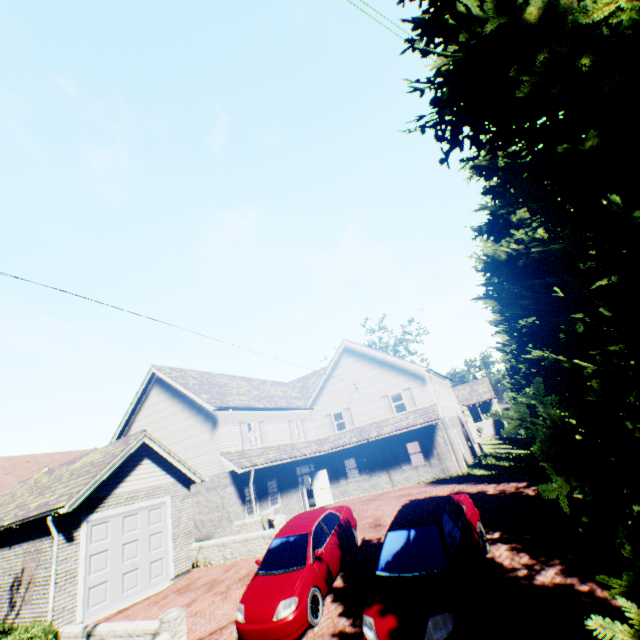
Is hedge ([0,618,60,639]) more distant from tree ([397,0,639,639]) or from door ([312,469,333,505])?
door ([312,469,333,505])

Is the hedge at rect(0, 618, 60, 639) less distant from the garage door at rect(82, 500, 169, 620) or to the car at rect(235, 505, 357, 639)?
the garage door at rect(82, 500, 169, 620)

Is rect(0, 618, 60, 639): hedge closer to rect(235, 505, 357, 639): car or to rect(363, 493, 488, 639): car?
rect(235, 505, 357, 639): car

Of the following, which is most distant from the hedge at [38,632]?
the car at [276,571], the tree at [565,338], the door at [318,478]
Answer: the door at [318,478]

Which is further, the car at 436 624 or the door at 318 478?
the door at 318 478

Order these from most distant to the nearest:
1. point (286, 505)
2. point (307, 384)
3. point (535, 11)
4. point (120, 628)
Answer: point (307, 384), point (286, 505), point (120, 628), point (535, 11)

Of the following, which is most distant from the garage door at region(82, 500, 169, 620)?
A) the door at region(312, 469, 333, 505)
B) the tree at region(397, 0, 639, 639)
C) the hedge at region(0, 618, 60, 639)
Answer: the door at region(312, 469, 333, 505)
